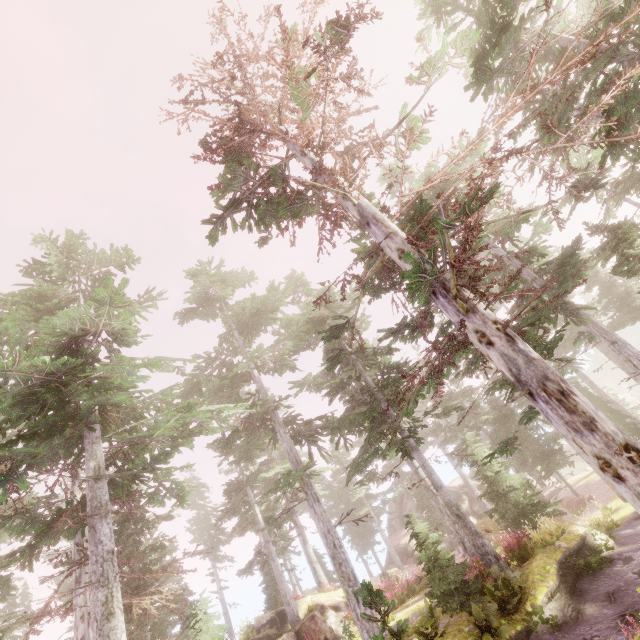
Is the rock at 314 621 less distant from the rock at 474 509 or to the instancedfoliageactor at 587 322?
the instancedfoliageactor at 587 322

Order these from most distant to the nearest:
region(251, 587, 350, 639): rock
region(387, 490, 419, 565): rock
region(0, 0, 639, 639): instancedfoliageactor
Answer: region(387, 490, 419, 565): rock < region(251, 587, 350, 639): rock < region(0, 0, 639, 639): instancedfoliageactor

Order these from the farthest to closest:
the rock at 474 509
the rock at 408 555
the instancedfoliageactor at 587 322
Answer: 1. the rock at 408 555
2. the rock at 474 509
3. the instancedfoliageactor at 587 322

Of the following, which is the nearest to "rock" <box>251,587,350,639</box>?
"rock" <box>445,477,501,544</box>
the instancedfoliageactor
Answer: the instancedfoliageactor

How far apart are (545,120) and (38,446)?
15.4m

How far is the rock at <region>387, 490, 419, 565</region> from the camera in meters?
34.8 m
